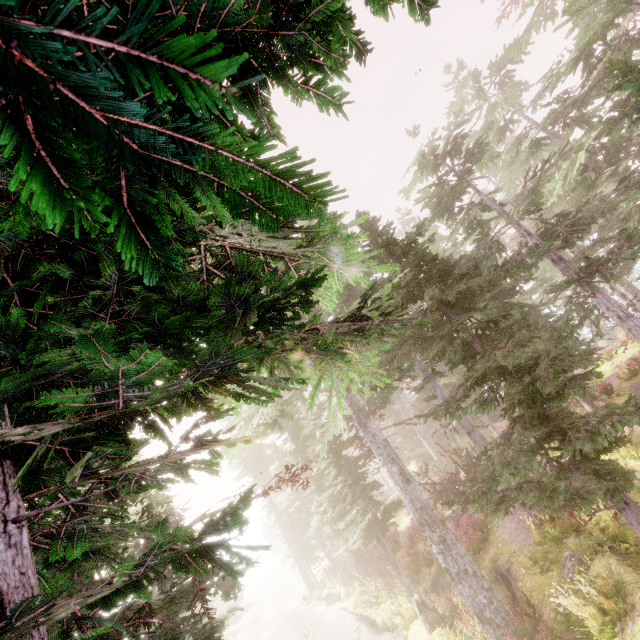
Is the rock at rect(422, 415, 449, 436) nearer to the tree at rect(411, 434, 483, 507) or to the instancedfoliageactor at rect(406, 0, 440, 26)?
the instancedfoliageactor at rect(406, 0, 440, 26)

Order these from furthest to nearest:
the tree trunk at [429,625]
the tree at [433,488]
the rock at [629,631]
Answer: the tree at [433,488], the tree trunk at [429,625], the rock at [629,631]

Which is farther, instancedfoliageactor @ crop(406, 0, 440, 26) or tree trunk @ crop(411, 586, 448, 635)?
tree trunk @ crop(411, 586, 448, 635)

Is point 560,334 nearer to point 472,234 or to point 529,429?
point 529,429

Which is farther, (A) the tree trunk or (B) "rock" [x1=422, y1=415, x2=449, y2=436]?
(B) "rock" [x1=422, y1=415, x2=449, y2=436]

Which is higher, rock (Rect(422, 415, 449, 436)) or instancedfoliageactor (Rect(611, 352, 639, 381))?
rock (Rect(422, 415, 449, 436))

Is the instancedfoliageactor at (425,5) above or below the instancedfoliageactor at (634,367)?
above

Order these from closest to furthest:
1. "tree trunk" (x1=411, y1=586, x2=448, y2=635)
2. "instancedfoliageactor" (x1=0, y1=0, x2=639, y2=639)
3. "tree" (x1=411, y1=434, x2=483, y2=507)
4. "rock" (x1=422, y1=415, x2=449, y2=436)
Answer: "instancedfoliageactor" (x1=0, y1=0, x2=639, y2=639) < "tree trunk" (x1=411, y1=586, x2=448, y2=635) < "tree" (x1=411, y1=434, x2=483, y2=507) < "rock" (x1=422, y1=415, x2=449, y2=436)
